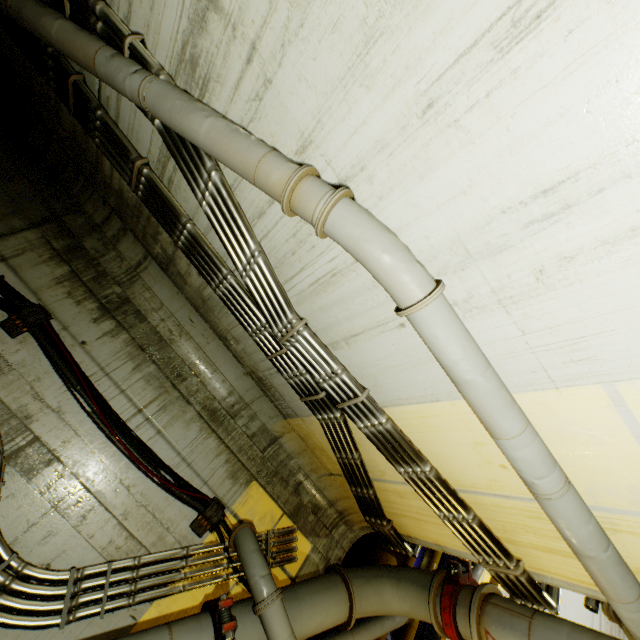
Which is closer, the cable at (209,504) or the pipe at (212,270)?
the pipe at (212,270)

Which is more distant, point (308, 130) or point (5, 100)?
point (5, 100)

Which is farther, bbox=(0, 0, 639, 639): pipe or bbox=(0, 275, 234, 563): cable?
bbox=(0, 275, 234, 563): cable
